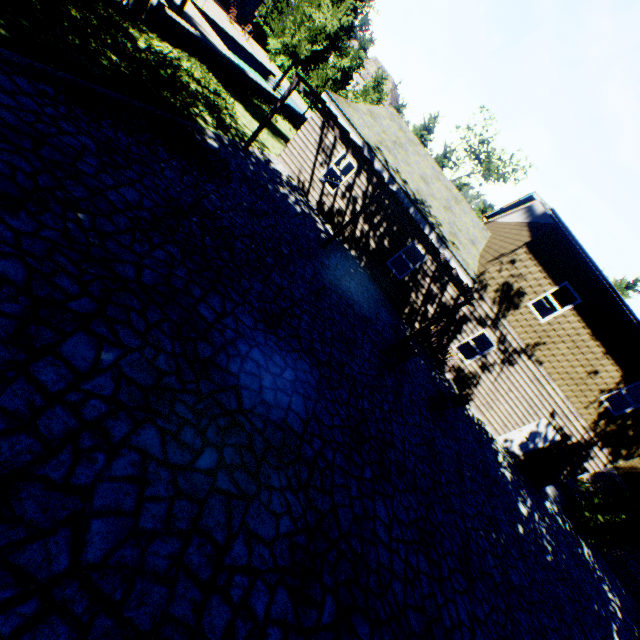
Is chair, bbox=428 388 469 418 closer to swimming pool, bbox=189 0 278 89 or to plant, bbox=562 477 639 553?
plant, bbox=562 477 639 553

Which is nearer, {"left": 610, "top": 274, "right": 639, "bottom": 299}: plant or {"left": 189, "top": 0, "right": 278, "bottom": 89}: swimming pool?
{"left": 189, "top": 0, "right": 278, "bottom": 89}: swimming pool

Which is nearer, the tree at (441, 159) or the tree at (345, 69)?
the tree at (345, 69)

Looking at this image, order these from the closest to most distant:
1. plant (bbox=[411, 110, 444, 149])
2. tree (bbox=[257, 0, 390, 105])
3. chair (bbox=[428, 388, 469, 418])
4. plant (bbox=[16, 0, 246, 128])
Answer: plant (bbox=[16, 0, 246, 128])
chair (bbox=[428, 388, 469, 418])
tree (bbox=[257, 0, 390, 105])
plant (bbox=[411, 110, 444, 149])

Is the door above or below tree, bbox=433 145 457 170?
below

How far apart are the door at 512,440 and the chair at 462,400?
6.1m

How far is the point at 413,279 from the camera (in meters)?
14.61

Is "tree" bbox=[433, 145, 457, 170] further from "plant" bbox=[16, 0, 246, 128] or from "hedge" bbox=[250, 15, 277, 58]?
"hedge" bbox=[250, 15, 277, 58]
